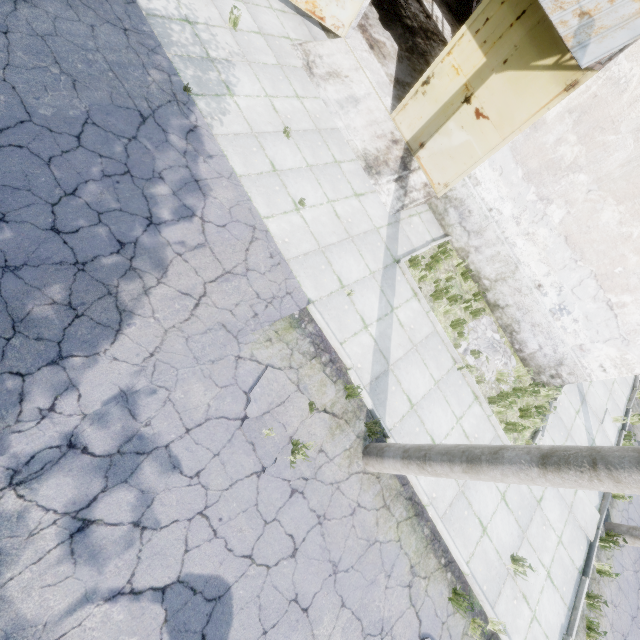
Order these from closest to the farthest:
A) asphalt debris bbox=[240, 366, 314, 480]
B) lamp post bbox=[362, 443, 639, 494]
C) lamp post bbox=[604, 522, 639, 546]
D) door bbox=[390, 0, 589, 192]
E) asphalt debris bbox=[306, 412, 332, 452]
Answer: lamp post bbox=[362, 443, 639, 494]
asphalt debris bbox=[240, 366, 314, 480]
asphalt debris bbox=[306, 412, 332, 452]
door bbox=[390, 0, 589, 192]
lamp post bbox=[604, 522, 639, 546]

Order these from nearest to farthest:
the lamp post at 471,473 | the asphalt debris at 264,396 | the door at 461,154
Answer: the lamp post at 471,473, the asphalt debris at 264,396, the door at 461,154

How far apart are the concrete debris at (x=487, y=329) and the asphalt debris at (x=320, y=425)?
4.0m

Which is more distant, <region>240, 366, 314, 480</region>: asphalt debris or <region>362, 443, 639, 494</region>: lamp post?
<region>240, 366, 314, 480</region>: asphalt debris

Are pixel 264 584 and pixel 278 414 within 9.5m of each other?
yes

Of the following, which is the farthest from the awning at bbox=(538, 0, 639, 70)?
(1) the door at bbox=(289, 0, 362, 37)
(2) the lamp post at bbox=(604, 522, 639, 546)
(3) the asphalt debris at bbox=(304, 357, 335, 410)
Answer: (2) the lamp post at bbox=(604, 522, 639, 546)

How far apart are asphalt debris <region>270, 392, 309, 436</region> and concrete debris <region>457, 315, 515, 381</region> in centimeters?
402cm
